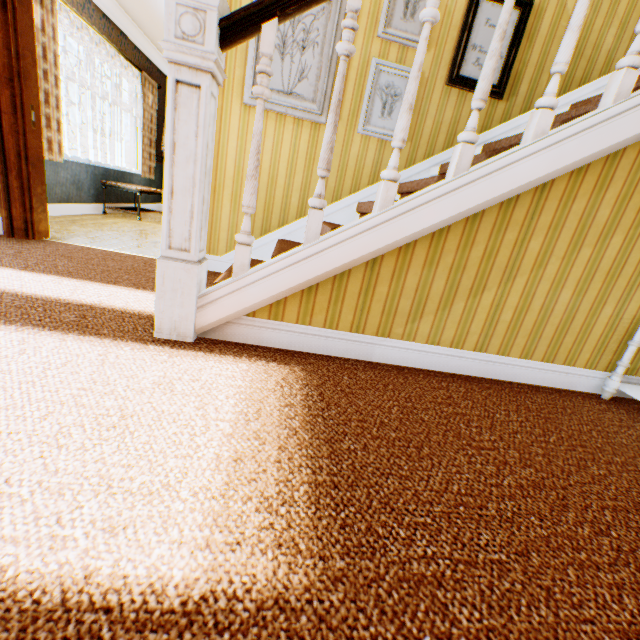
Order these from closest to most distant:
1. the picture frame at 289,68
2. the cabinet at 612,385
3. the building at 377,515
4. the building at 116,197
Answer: the building at 377,515
the cabinet at 612,385
the picture frame at 289,68
the building at 116,197

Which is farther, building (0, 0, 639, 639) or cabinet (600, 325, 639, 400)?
cabinet (600, 325, 639, 400)

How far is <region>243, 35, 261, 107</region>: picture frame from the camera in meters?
2.7 m

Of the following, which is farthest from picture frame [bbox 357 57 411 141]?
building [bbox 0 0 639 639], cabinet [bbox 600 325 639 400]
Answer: cabinet [bbox 600 325 639 400]

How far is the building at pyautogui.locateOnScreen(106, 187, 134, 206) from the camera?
5.8 meters

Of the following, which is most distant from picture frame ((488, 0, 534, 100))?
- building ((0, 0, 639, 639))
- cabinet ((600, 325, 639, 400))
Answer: cabinet ((600, 325, 639, 400))

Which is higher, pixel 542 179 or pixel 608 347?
pixel 542 179

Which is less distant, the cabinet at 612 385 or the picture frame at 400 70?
the cabinet at 612 385
